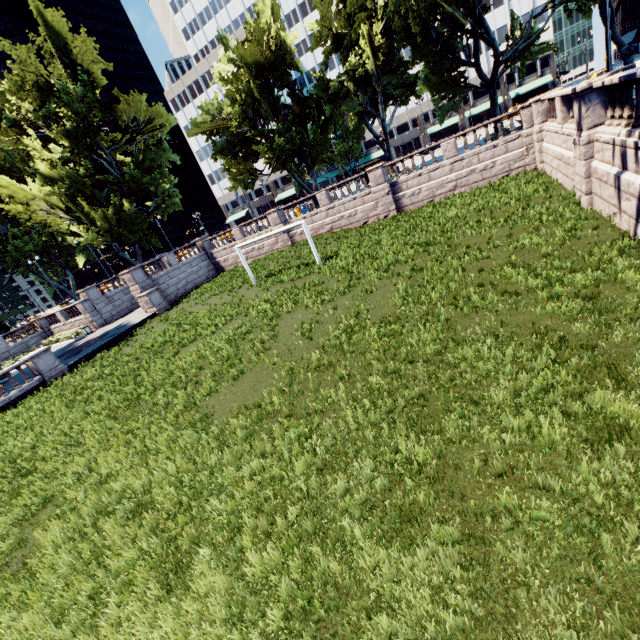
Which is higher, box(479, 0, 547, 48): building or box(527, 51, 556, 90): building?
box(479, 0, 547, 48): building

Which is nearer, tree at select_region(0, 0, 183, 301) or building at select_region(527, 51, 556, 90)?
tree at select_region(0, 0, 183, 301)

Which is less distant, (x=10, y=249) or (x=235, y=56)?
(x=235, y=56)

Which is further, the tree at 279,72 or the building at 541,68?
the building at 541,68

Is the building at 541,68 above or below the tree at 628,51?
above

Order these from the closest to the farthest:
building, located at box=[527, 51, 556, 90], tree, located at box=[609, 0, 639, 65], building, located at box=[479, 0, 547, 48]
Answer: tree, located at box=[609, 0, 639, 65] < building, located at box=[479, 0, 547, 48] < building, located at box=[527, 51, 556, 90]

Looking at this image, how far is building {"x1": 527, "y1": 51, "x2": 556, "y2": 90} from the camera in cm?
5840
